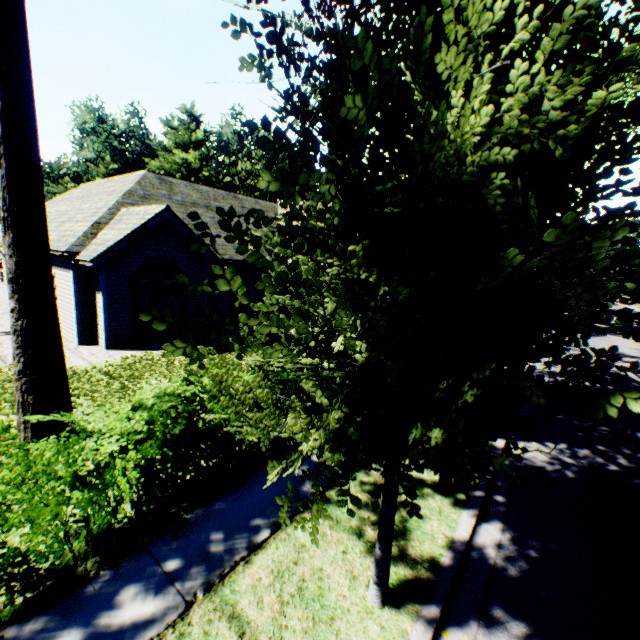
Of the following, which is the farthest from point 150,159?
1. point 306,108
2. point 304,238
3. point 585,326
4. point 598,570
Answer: point 598,570

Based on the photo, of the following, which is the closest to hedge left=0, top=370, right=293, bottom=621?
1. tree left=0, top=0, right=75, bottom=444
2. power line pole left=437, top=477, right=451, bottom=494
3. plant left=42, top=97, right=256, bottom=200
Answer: tree left=0, top=0, right=75, bottom=444

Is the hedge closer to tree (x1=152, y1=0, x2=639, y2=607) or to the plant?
tree (x1=152, y1=0, x2=639, y2=607)

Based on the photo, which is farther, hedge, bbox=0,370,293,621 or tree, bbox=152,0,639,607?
hedge, bbox=0,370,293,621

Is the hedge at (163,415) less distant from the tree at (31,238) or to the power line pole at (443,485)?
the tree at (31,238)

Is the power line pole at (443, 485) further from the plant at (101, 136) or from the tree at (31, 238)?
the plant at (101, 136)

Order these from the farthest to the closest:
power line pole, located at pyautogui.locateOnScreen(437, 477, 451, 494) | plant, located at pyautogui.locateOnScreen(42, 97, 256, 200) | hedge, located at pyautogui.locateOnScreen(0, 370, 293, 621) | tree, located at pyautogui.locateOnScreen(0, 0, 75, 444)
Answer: plant, located at pyautogui.locateOnScreen(42, 97, 256, 200) < power line pole, located at pyautogui.locateOnScreen(437, 477, 451, 494) < tree, located at pyautogui.locateOnScreen(0, 0, 75, 444) < hedge, located at pyautogui.locateOnScreen(0, 370, 293, 621)
